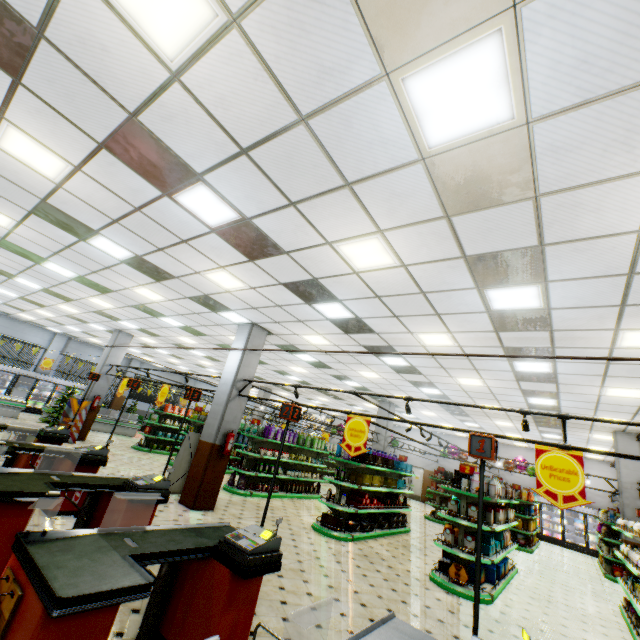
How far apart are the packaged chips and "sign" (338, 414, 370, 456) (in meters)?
13.86

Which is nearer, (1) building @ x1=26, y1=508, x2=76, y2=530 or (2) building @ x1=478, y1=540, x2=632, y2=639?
(1) building @ x1=26, y1=508, x2=76, y2=530

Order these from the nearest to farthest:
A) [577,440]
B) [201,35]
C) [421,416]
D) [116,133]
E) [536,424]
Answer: [201,35] < [116,133] < [536,424] < [577,440] < [421,416]

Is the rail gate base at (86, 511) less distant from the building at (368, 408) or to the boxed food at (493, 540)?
the building at (368, 408)

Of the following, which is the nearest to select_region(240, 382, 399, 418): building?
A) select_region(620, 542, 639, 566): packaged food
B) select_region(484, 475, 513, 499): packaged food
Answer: select_region(620, 542, 639, 566): packaged food

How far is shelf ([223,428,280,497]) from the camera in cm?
1102

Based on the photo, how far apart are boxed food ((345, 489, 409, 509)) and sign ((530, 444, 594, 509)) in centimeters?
556cm

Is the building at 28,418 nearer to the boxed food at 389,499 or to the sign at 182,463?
the sign at 182,463
